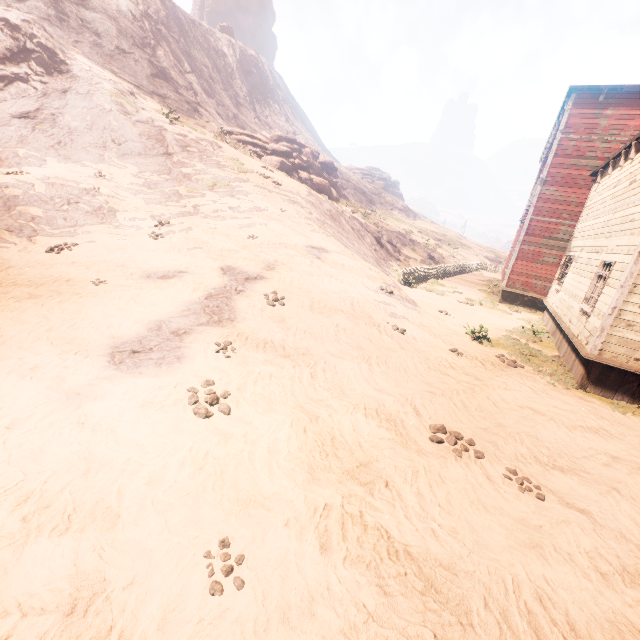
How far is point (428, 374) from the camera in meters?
7.3

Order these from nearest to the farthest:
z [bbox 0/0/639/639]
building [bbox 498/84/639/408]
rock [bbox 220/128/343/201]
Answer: z [bbox 0/0/639/639]
building [bbox 498/84/639/408]
rock [bbox 220/128/343/201]

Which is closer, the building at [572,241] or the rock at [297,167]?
the building at [572,241]

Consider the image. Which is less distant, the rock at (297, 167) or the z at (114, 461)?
the z at (114, 461)

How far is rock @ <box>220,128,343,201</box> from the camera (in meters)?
→ 26.75

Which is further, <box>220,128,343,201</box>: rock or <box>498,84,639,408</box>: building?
<box>220,128,343,201</box>: rock

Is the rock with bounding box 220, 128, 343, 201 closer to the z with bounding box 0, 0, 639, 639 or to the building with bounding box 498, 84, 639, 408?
the z with bounding box 0, 0, 639, 639
